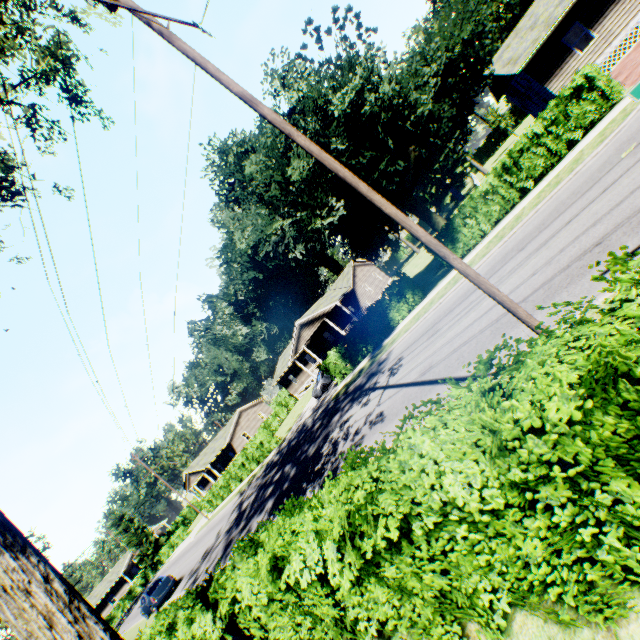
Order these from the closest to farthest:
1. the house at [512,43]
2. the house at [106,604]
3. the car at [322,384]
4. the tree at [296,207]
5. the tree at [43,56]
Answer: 1. the tree at [43,56]
2. the tree at [296,207]
3. the house at [512,43]
4. the car at [322,384]
5. the house at [106,604]

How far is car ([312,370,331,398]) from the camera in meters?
28.9 m

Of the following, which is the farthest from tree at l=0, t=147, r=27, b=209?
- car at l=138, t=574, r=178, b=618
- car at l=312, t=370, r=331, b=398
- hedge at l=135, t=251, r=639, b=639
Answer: car at l=138, t=574, r=178, b=618

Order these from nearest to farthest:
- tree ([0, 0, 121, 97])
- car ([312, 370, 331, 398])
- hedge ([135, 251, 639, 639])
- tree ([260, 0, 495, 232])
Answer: hedge ([135, 251, 639, 639]), tree ([0, 0, 121, 97]), tree ([260, 0, 495, 232]), car ([312, 370, 331, 398])

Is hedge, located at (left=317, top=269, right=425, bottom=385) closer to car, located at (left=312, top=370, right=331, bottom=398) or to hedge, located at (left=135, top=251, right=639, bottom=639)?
hedge, located at (left=135, top=251, right=639, bottom=639)

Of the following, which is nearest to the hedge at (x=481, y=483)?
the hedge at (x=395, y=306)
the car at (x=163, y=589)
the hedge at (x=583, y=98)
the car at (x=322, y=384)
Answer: the hedge at (x=395, y=306)

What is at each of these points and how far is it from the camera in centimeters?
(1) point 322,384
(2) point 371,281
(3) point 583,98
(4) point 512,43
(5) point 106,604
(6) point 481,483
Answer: (1) car, 2908cm
(2) house, 4191cm
(3) hedge, 1413cm
(4) house, 2275cm
(5) house, 5834cm
(6) hedge, 254cm

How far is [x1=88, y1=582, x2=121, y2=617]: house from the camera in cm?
5750
